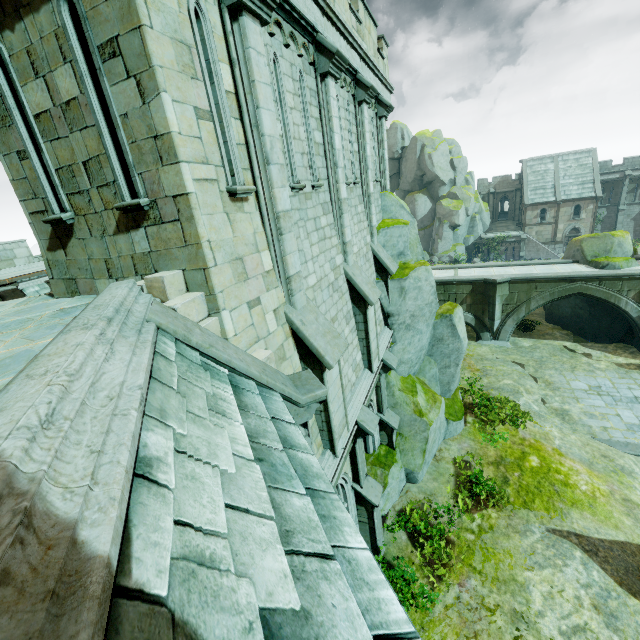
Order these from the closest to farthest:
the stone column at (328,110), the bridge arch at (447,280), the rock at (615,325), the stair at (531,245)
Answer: the stone column at (328,110) < the rock at (615,325) < the bridge arch at (447,280) < the stair at (531,245)

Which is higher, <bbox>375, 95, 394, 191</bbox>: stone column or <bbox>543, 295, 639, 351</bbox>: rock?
A: <bbox>375, 95, 394, 191</bbox>: stone column

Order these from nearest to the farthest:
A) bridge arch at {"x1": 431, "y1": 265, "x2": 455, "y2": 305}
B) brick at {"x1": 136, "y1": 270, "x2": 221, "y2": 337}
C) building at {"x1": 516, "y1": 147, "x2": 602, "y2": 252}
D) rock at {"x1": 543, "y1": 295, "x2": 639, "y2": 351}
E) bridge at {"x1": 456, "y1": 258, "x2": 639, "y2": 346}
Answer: brick at {"x1": 136, "y1": 270, "x2": 221, "y2": 337} → bridge at {"x1": 456, "y1": 258, "x2": 639, "y2": 346} → rock at {"x1": 543, "y1": 295, "x2": 639, "y2": 351} → bridge arch at {"x1": 431, "y1": 265, "x2": 455, "y2": 305} → building at {"x1": 516, "y1": 147, "x2": 602, "y2": 252}

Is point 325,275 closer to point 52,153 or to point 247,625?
point 52,153

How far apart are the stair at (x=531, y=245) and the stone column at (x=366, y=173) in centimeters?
4285cm

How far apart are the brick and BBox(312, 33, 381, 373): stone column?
4.8m

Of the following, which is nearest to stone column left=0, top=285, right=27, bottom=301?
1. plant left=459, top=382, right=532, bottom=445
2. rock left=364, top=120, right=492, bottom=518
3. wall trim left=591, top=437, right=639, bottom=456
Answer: rock left=364, top=120, right=492, bottom=518

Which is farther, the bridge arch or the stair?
the stair
